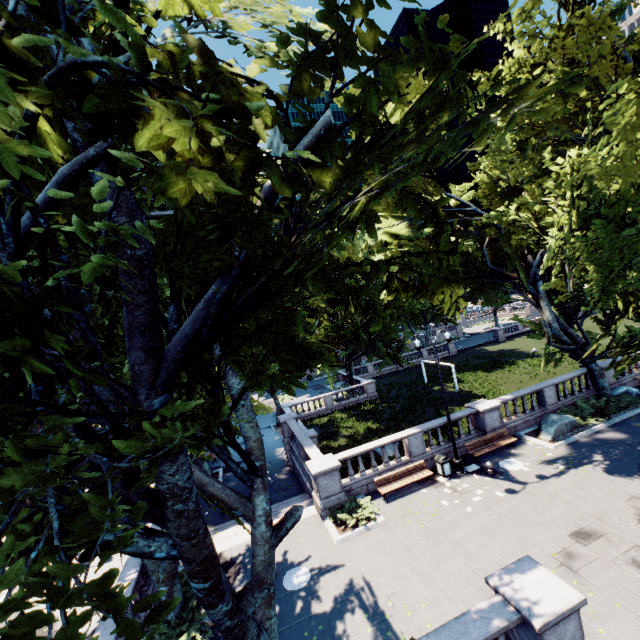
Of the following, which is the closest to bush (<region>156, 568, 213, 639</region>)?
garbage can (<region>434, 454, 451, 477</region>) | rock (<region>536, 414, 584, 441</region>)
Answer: garbage can (<region>434, 454, 451, 477</region>)

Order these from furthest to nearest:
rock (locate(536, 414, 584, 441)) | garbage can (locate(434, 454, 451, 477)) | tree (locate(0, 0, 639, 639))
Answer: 1. rock (locate(536, 414, 584, 441))
2. garbage can (locate(434, 454, 451, 477))
3. tree (locate(0, 0, 639, 639))

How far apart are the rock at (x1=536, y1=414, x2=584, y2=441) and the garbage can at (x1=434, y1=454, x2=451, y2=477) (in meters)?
5.82

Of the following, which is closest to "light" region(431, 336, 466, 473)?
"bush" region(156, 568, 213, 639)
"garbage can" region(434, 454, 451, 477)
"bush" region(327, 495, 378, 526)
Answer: "garbage can" region(434, 454, 451, 477)

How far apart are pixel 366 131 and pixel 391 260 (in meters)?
1.75

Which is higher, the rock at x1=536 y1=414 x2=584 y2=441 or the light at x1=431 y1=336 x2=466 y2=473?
the rock at x1=536 y1=414 x2=584 y2=441

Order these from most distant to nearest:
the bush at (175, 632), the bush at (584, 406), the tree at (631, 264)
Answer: the bush at (584, 406) → the bush at (175, 632) → the tree at (631, 264)

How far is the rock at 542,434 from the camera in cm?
1781
